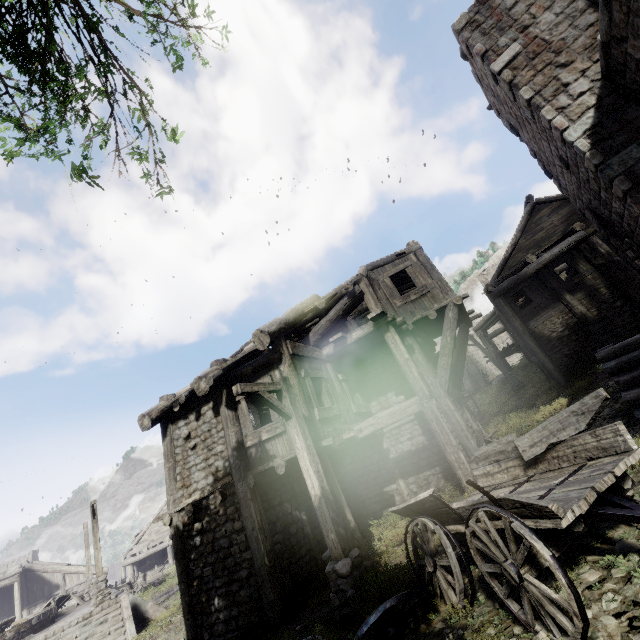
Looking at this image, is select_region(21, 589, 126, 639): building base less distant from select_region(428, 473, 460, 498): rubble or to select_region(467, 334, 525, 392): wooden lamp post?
select_region(428, 473, 460, 498): rubble

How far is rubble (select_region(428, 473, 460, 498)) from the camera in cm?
928

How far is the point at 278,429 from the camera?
8.3 meters

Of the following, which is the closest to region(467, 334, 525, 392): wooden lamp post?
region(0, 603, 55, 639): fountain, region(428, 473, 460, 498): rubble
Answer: region(428, 473, 460, 498): rubble

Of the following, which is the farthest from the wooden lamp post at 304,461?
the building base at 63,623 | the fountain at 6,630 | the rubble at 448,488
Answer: the fountain at 6,630

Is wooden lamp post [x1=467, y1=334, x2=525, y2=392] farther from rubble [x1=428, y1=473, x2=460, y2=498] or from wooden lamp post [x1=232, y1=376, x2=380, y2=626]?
wooden lamp post [x1=232, y1=376, x2=380, y2=626]

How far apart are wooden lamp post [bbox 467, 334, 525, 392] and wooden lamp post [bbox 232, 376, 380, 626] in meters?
19.1

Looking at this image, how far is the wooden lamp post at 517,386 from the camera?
21.39m
